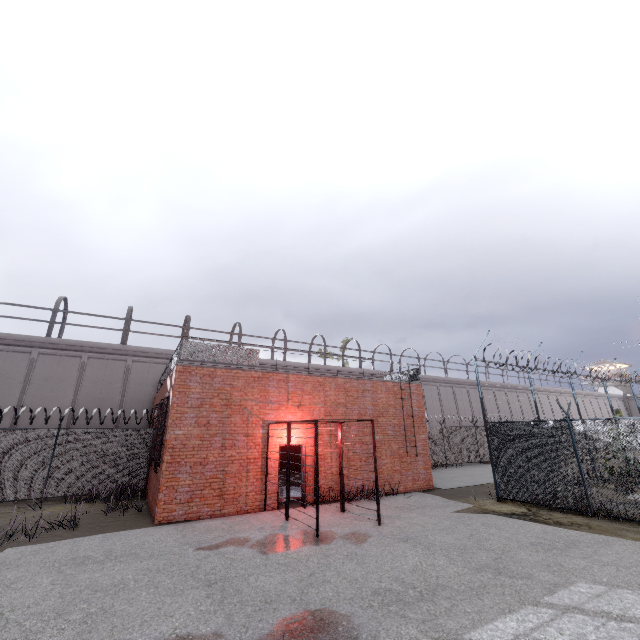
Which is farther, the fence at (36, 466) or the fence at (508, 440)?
the fence at (36, 466)

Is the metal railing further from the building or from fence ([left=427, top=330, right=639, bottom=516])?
the building

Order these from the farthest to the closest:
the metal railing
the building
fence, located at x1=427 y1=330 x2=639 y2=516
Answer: the building, the metal railing, fence, located at x1=427 y1=330 x2=639 y2=516

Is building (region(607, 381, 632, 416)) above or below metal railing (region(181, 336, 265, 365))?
above

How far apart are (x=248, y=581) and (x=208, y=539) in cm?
295

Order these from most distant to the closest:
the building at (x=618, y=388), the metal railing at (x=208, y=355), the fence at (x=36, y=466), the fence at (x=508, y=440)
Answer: the building at (x=618, y=388), the fence at (x=36, y=466), the metal railing at (x=208, y=355), the fence at (x=508, y=440)

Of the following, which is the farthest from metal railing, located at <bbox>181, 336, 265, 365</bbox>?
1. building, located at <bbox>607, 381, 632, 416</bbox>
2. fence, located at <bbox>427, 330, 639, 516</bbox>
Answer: building, located at <bbox>607, 381, 632, 416</bbox>
